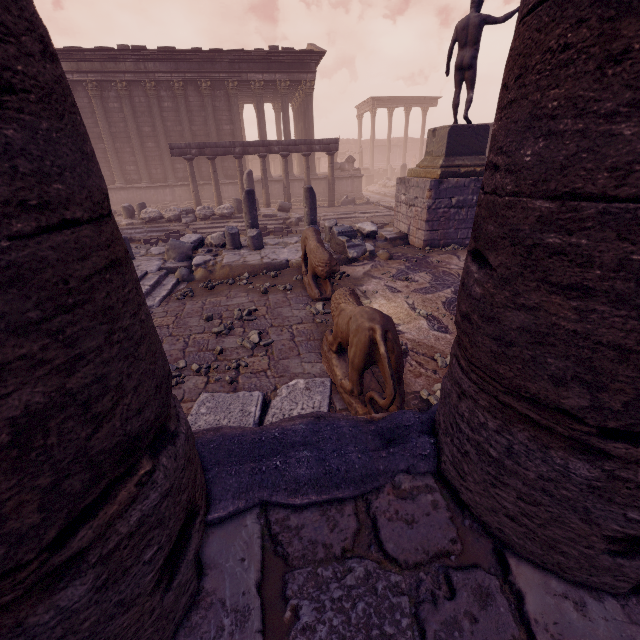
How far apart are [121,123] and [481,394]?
23.0 meters

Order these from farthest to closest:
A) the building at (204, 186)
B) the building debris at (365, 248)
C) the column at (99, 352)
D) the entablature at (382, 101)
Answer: the entablature at (382, 101), the building at (204, 186), the building debris at (365, 248), the column at (99, 352)

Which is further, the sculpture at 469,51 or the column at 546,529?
the sculpture at 469,51

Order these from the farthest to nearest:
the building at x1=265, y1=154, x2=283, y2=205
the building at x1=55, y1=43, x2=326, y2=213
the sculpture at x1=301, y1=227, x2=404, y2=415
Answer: the building at x1=265, y1=154, x2=283, y2=205 < the building at x1=55, y1=43, x2=326, y2=213 < the sculpture at x1=301, y1=227, x2=404, y2=415

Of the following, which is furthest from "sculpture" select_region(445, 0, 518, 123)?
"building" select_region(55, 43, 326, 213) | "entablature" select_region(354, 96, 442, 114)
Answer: "entablature" select_region(354, 96, 442, 114)

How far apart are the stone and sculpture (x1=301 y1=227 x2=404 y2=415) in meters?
0.7

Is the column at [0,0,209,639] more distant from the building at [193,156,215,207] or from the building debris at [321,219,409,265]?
the building at [193,156,215,207]

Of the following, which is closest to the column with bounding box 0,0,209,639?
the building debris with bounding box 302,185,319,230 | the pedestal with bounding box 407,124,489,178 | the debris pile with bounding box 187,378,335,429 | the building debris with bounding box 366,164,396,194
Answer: the debris pile with bounding box 187,378,335,429
